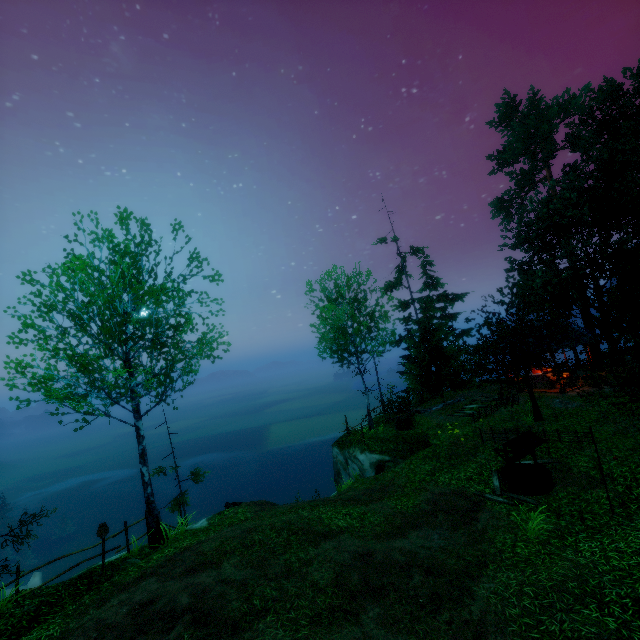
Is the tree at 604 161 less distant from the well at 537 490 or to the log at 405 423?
the well at 537 490

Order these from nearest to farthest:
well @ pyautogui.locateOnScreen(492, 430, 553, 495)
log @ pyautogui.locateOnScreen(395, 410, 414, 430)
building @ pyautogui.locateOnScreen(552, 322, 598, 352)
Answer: well @ pyautogui.locateOnScreen(492, 430, 553, 495)
log @ pyautogui.locateOnScreen(395, 410, 414, 430)
building @ pyautogui.locateOnScreen(552, 322, 598, 352)

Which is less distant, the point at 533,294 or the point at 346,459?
the point at 346,459

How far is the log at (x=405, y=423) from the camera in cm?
1894

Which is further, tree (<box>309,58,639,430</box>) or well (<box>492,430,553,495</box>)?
tree (<box>309,58,639,430</box>)

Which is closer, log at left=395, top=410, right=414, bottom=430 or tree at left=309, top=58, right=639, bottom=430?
tree at left=309, top=58, right=639, bottom=430

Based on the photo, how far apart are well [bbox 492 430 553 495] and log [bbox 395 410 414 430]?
7.0 meters

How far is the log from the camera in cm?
1894
